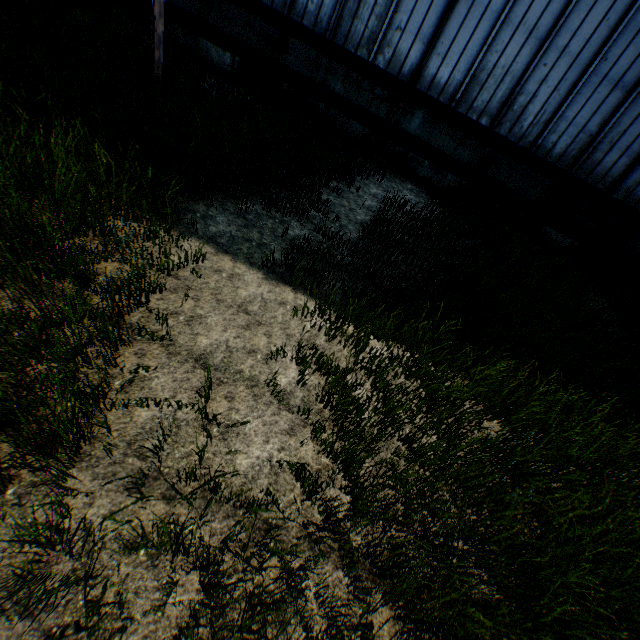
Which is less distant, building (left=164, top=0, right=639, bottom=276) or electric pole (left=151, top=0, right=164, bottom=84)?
electric pole (left=151, top=0, right=164, bottom=84)

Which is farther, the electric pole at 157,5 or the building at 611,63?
the building at 611,63

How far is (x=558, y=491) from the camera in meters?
3.6 m
